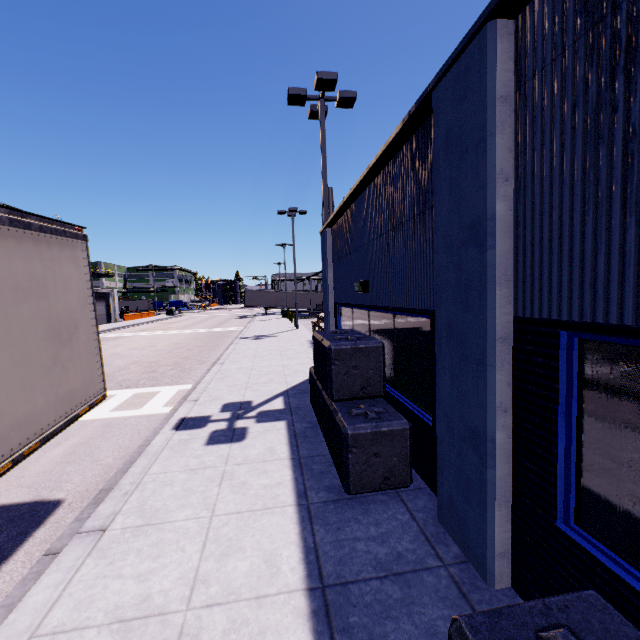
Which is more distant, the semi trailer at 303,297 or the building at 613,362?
the semi trailer at 303,297

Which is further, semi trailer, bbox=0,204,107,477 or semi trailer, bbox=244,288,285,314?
semi trailer, bbox=244,288,285,314

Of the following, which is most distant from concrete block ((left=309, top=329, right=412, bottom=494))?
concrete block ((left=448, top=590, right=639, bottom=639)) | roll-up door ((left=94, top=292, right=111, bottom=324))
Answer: roll-up door ((left=94, top=292, right=111, bottom=324))

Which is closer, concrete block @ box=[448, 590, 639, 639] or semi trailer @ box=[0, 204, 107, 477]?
concrete block @ box=[448, 590, 639, 639]

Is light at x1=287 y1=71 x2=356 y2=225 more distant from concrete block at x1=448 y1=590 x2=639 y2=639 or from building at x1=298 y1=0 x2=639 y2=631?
concrete block at x1=448 y1=590 x2=639 y2=639

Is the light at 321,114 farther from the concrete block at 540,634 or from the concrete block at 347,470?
the concrete block at 540,634

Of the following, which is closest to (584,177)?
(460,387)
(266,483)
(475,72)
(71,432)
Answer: (475,72)

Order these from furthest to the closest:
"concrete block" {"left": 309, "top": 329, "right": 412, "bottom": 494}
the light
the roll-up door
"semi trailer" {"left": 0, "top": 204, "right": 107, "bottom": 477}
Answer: the roll-up door
the light
"concrete block" {"left": 309, "top": 329, "right": 412, "bottom": 494}
"semi trailer" {"left": 0, "top": 204, "right": 107, "bottom": 477}
